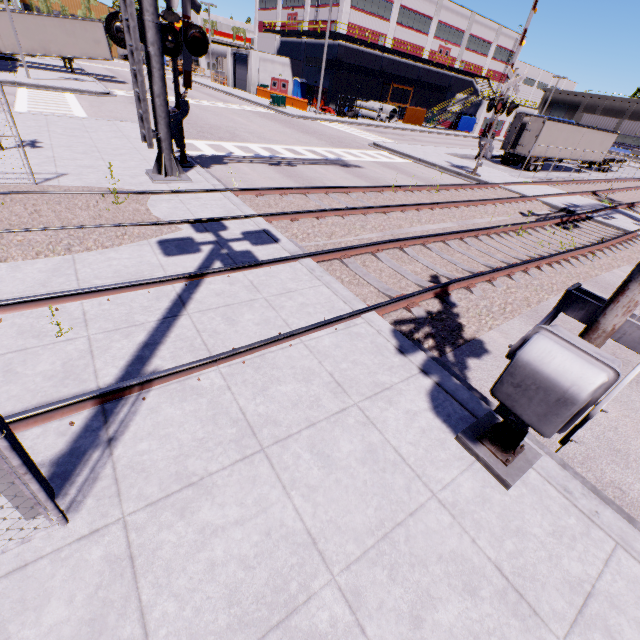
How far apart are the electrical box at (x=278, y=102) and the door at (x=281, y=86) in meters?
14.2

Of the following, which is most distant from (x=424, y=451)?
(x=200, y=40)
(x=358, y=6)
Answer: (x=358, y=6)

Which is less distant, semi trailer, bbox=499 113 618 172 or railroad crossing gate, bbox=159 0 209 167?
railroad crossing gate, bbox=159 0 209 167

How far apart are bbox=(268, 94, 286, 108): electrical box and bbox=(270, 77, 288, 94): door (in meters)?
14.19

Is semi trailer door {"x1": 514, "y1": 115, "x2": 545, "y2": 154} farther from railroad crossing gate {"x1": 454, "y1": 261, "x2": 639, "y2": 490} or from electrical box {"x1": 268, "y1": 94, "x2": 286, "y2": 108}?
electrical box {"x1": 268, "y1": 94, "x2": 286, "y2": 108}

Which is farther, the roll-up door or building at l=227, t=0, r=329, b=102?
the roll-up door

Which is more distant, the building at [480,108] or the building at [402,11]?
the building at [480,108]

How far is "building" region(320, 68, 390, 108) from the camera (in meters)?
43.34
